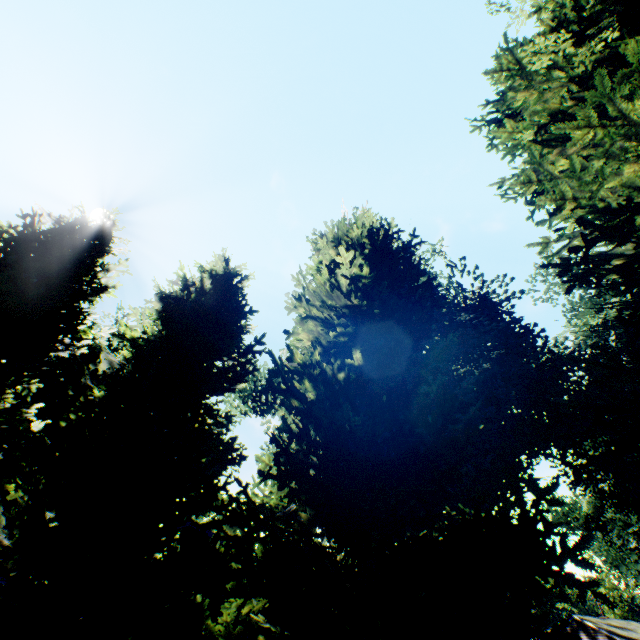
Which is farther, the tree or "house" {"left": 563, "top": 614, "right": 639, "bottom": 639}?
"house" {"left": 563, "top": 614, "right": 639, "bottom": 639}

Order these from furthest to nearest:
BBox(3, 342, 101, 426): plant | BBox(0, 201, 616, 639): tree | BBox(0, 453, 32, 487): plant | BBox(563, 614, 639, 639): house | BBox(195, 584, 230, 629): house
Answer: BBox(563, 614, 639, 639): house < BBox(3, 342, 101, 426): plant < BBox(0, 453, 32, 487): plant < BBox(195, 584, 230, 629): house < BBox(0, 201, 616, 639): tree

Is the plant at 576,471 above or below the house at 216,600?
above

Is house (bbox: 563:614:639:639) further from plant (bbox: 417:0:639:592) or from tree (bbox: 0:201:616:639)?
tree (bbox: 0:201:616:639)

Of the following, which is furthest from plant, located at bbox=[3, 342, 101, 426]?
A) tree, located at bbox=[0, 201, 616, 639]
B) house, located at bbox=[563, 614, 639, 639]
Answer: house, located at bbox=[563, 614, 639, 639]

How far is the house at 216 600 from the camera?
11.3 meters

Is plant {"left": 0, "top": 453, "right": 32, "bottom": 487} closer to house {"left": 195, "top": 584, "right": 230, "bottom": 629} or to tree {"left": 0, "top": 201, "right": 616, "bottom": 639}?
tree {"left": 0, "top": 201, "right": 616, "bottom": 639}

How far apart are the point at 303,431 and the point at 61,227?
10.4m
